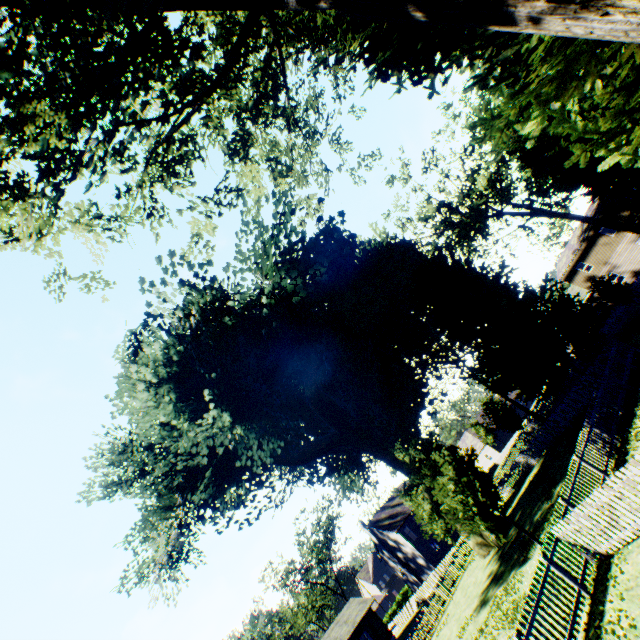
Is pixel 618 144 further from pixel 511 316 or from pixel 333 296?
pixel 511 316

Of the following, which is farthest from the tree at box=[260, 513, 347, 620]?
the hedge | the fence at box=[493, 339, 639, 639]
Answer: the hedge

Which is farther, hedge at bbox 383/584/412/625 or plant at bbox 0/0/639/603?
hedge at bbox 383/584/412/625

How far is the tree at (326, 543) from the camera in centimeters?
5162cm

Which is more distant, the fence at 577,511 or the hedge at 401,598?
the hedge at 401,598

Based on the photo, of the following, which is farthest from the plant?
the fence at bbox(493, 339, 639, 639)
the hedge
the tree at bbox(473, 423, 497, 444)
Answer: the hedge

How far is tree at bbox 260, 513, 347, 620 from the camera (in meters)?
51.62

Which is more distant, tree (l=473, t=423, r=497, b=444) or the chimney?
tree (l=473, t=423, r=497, b=444)
